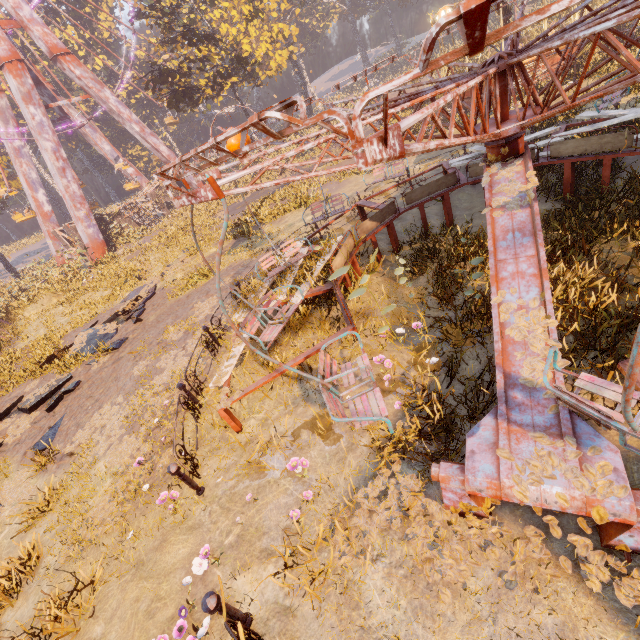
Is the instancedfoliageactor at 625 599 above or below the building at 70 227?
below

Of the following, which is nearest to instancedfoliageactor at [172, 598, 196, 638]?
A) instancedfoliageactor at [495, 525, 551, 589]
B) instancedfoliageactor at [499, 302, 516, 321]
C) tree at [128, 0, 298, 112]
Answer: instancedfoliageactor at [495, 525, 551, 589]

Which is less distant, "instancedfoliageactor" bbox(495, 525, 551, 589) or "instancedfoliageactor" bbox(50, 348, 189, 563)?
"instancedfoliageactor" bbox(495, 525, 551, 589)

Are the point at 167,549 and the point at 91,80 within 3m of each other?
no

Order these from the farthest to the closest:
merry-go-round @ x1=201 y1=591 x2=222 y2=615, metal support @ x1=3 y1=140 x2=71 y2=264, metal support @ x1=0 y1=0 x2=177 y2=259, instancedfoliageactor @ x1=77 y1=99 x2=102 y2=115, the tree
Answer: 1. instancedfoliageactor @ x1=77 y1=99 x2=102 y2=115
2. metal support @ x1=3 y1=140 x2=71 y2=264
3. metal support @ x1=0 y1=0 x2=177 y2=259
4. the tree
5. merry-go-round @ x1=201 y1=591 x2=222 y2=615

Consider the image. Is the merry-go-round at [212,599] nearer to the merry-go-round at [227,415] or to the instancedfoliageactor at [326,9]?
the merry-go-round at [227,415]

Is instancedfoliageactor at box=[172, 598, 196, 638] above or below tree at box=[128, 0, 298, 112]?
below

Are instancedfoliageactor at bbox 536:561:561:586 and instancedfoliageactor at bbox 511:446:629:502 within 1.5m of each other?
yes
